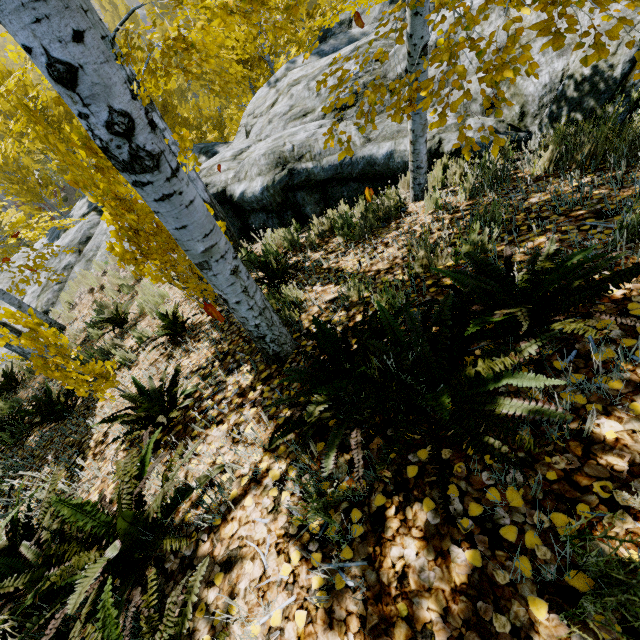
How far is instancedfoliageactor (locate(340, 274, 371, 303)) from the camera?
2.60m

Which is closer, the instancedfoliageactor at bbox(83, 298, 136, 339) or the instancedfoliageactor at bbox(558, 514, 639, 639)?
the instancedfoliageactor at bbox(558, 514, 639, 639)

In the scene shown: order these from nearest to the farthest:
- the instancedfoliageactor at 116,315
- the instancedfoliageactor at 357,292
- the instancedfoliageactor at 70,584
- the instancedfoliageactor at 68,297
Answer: the instancedfoliageactor at 70,584 → the instancedfoliageactor at 357,292 → the instancedfoliageactor at 116,315 → the instancedfoliageactor at 68,297

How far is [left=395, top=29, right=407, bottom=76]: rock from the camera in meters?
6.1

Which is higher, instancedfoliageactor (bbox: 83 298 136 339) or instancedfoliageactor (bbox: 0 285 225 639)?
instancedfoliageactor (bbox: 0 285 225 639)

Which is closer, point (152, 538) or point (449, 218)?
point (152, 538)

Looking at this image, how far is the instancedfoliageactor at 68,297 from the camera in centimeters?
864cm
